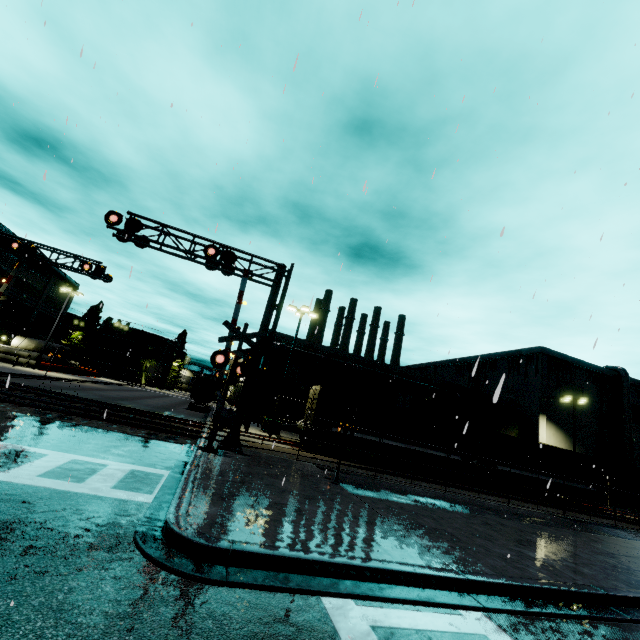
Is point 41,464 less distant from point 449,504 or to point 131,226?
point 131,226

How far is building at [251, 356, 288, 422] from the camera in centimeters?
3662cm

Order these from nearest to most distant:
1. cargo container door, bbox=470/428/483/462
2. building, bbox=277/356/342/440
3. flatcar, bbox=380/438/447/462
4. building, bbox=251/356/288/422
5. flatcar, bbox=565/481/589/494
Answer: flatcar, bbox=380/438/447/462 → cargo container door, bbox=470/428/483/462 → flatcar, bbox=565/481/589/494 → building, bbox=277/356/342/440 → building, bbox=251/356/288/422

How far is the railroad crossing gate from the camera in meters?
12.3 m

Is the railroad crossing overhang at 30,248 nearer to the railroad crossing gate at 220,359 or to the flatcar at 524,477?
the railroad crossing gate at 220,359

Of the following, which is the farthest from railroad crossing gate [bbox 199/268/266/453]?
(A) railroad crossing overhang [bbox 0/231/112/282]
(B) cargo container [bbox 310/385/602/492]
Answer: (A) railroad crossing overhang [bbox 0/231/112/282]

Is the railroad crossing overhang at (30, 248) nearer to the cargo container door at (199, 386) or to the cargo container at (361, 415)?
the cargo container at (361, 415)
